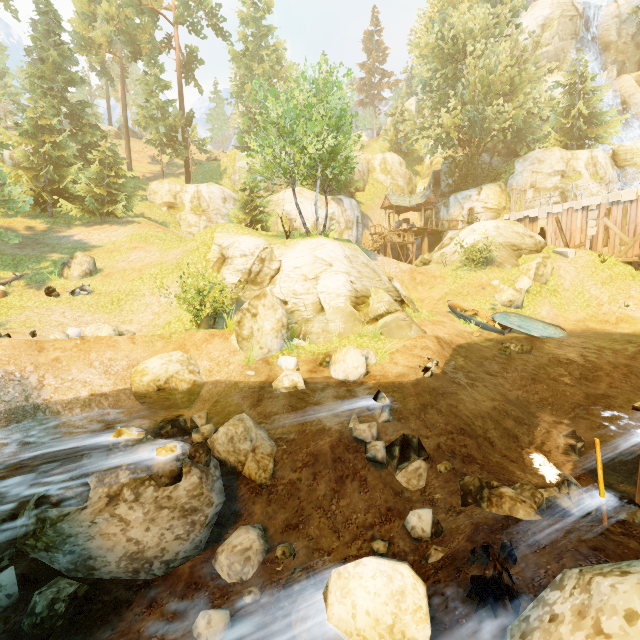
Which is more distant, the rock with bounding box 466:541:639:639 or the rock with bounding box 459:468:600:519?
the rock with bounding box 459:468:600:519

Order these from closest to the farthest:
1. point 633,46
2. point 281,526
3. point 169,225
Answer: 1. point 281,526
2. point 169,225
3. point 633,46

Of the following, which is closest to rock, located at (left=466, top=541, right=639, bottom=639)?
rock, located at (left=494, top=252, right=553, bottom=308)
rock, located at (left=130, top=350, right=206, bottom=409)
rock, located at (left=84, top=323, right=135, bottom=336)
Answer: rock, located at (left=130, top=350, right=206, bottom=409)

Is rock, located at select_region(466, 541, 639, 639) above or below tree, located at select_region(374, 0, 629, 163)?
below

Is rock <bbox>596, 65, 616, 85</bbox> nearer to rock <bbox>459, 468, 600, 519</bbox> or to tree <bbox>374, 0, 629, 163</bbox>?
tree <bbox>374, 0, 629, 163</bbox>

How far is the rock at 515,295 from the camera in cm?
1992

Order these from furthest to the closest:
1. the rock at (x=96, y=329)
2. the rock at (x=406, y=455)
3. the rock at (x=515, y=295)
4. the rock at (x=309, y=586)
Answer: the rock at (x=515, y=295), the rock at (x=96, y=329), the rock at (x=406, y=455), the rock at (x=309, y=586)

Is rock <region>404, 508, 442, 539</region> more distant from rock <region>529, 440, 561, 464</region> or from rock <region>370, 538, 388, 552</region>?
rock <region>529, 440, 561, 464</region>
